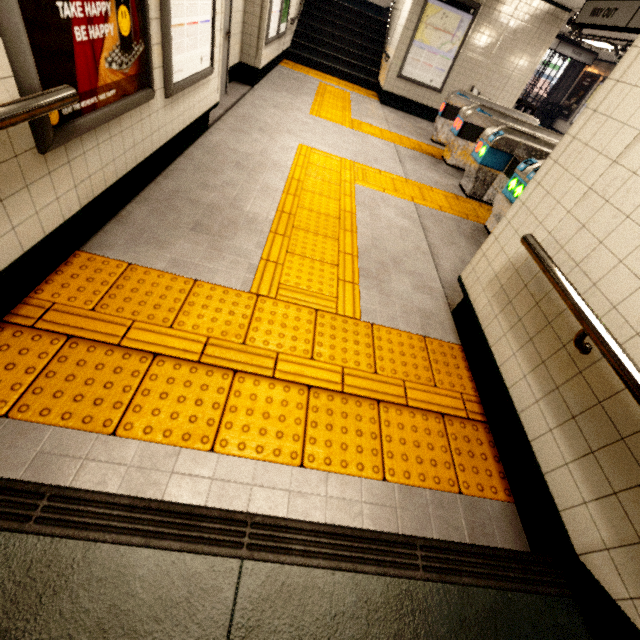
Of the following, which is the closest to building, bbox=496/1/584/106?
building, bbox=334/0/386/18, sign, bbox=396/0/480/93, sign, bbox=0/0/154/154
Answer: sign, bbox=396/0/480/93

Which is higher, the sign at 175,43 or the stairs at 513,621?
the sign at 175,43

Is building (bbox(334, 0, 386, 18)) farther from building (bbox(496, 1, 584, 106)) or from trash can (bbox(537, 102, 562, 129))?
trash can (bbox(537, 102, 562, 129))

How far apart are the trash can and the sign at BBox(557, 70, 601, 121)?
0.1 meters

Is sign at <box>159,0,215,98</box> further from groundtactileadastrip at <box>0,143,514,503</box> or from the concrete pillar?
the concrete pillar

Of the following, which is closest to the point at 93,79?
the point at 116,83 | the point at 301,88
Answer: the point at 116,83

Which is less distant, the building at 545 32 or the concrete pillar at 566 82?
the building at 545 32

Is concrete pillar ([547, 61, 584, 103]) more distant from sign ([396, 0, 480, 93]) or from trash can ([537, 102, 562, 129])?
sign ([396, 0, 480, 93])
